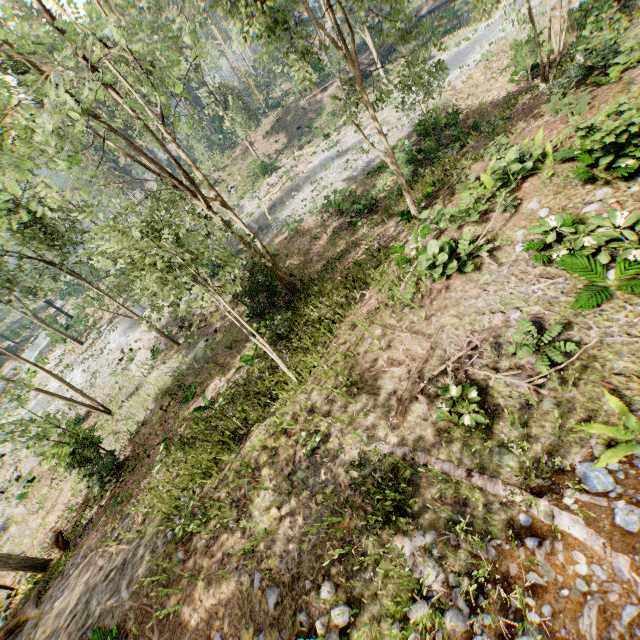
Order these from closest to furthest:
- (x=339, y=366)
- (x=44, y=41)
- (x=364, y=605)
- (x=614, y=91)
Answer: (x=364, y=605)
(x=339, y=366)
(x=614, y=91)
(x=44, y=41)

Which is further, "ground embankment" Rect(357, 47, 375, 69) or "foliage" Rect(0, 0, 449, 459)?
"ground embankment" Rect(357, 47, 375, 69)

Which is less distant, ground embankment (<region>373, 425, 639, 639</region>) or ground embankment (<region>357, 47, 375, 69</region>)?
ground embankment (<region>373, 425, 639, 639</region>)

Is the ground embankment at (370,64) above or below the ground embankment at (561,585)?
below

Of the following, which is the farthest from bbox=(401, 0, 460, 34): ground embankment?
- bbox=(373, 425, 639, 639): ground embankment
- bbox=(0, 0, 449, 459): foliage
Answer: bbox=(373, 425, 639, 639): ground embankment

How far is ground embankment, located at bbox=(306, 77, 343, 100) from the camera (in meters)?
41.05

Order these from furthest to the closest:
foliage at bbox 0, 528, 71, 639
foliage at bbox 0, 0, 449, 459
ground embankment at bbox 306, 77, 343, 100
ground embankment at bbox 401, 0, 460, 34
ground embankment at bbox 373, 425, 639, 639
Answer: ground embankment at bbox 306, 77, 343, 100
ground embankment at bbox 401, 0, 460, 34
foliage at bbox 0, 528, 71, 639
foliage at bbox 0, 0, 449, 459
ground embankment at bbox 373, 425, 639, 639

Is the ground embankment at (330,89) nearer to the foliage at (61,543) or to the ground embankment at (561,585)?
the foliage at (61,543)
